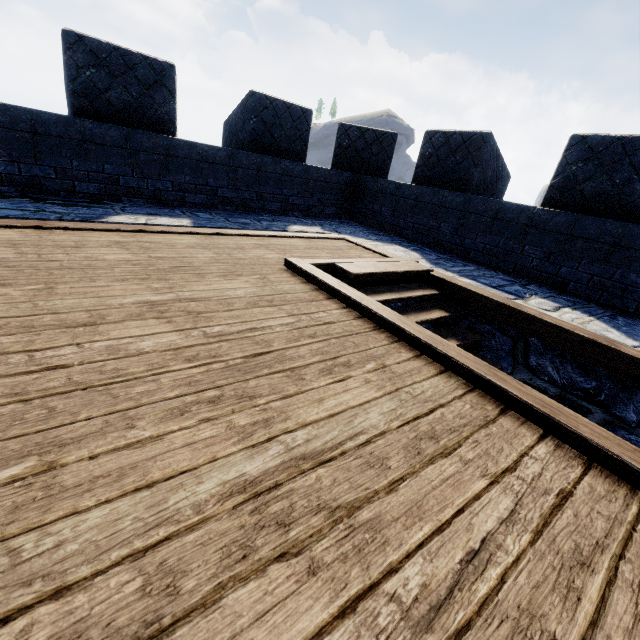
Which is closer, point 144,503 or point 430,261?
point 144,503
